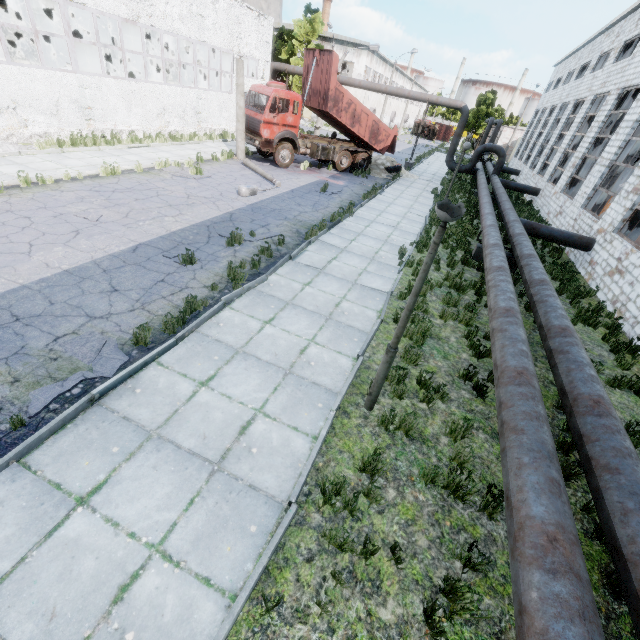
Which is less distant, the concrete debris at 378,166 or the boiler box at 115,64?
the concrete debris at 378,166

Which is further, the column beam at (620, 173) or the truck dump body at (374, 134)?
the truck dump body at (374, 134)

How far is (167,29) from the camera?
17.7 meters

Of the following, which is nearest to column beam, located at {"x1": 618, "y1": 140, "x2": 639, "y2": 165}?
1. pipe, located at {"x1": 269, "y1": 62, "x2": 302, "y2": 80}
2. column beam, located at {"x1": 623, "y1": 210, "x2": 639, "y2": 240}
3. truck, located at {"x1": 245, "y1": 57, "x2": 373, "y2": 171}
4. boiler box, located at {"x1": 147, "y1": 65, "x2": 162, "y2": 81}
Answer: pipe, located at {"x1": 269, "y1": 62, "x2": 302, "y2": 80}

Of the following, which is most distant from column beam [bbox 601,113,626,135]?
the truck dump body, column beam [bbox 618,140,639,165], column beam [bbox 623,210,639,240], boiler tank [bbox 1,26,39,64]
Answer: boiler tank [bbox 1,26,39,64]

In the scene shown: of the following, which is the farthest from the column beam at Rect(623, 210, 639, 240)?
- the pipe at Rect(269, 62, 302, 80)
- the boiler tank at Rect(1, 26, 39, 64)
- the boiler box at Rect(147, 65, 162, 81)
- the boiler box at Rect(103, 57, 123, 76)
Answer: the boiler box at Rect(147, 65, 162, 81)

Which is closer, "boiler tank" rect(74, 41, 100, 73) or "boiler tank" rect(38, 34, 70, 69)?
"boiler tank" rect(38, 34, 70, 69)

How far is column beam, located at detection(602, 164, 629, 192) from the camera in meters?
14.8
